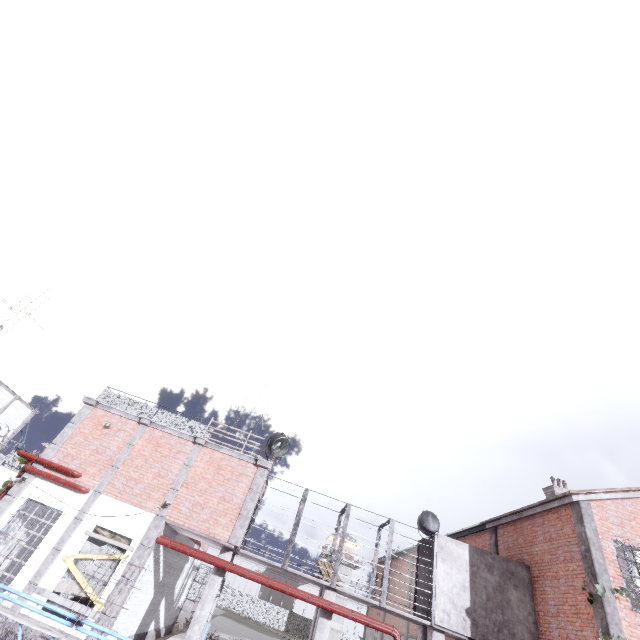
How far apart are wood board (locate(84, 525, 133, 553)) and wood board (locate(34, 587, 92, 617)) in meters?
0.1

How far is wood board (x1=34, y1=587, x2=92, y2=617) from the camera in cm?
1074

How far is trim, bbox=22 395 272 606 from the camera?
11.3 meters

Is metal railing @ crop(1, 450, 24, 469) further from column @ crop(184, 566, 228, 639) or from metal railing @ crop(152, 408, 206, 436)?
column @ crop(184, 566, 228, 639)

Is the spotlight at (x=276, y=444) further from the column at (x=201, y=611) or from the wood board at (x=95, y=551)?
the wood board at (x=95, y=551)

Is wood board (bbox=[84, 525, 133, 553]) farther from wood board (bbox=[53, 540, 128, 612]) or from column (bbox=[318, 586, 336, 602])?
column (bbox=[318, 586, 336, 602])

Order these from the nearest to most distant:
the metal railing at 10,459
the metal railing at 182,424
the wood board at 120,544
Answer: the wood board at 120,544
the metal railing at 182,424
the metal railing at 10,459

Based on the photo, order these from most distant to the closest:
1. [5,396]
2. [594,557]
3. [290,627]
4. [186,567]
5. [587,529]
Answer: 1. [290,627]
2. [5,396]
3. [186,567]
4. [587,529]
5. [594,557]
